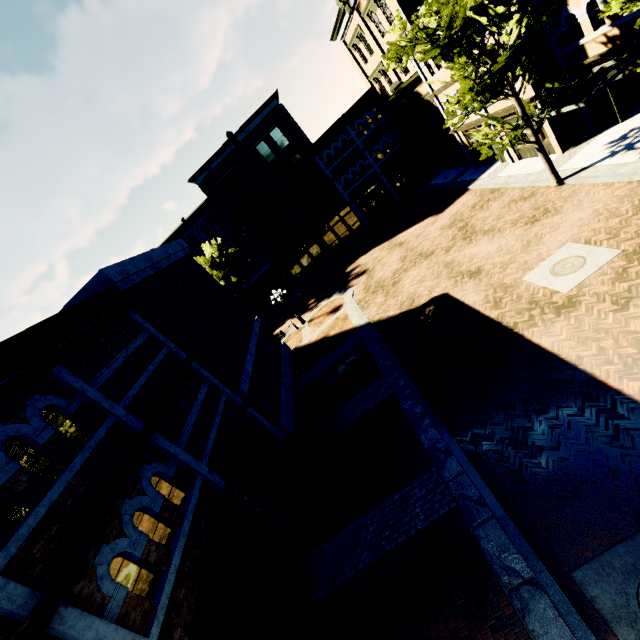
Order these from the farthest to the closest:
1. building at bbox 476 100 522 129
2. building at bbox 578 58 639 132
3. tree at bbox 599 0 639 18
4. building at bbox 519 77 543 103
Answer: building at bbox 476 100 522 129, building at bbox 519 77 543 103, building at bbox 578 58 639 132, tree at bbox 599 0 639 18

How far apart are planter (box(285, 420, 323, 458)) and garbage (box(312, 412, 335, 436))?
0.1m

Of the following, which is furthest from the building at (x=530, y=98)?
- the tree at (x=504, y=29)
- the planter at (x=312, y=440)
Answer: the planter at (x=312, y=440)

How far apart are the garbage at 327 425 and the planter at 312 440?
0.11m

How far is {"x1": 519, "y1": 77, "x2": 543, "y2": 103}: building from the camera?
15.48m

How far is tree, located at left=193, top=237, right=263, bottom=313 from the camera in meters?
30.4 m

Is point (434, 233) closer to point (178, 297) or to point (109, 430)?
point (178, 297)

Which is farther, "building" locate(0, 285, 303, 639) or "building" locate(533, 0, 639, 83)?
"building" locate(533, 0, 639, 83)
